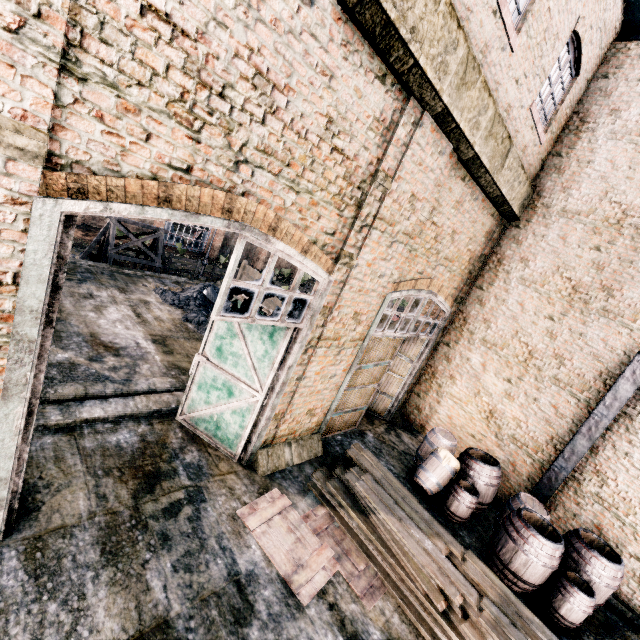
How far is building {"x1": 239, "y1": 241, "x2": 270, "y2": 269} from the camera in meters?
37.4

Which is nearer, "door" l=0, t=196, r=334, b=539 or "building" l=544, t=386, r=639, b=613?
"door" l=0, t=196, r=334, b=539

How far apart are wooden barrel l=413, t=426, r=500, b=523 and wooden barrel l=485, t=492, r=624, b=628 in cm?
59

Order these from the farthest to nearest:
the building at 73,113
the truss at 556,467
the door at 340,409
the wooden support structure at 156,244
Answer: the wooden support structure at 156,244 → the door at 340,409 → the truss at 556,467 → the building at 73,113

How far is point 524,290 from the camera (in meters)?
10.15

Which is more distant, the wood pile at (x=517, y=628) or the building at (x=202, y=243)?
the building at (x=202, y=243)

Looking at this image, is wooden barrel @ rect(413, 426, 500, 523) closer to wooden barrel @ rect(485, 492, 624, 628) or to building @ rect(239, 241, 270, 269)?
wooden barrel @ rect(485, 492, 624, 628)

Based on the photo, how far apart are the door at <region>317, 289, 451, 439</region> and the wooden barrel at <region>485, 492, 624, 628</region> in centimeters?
429cm
